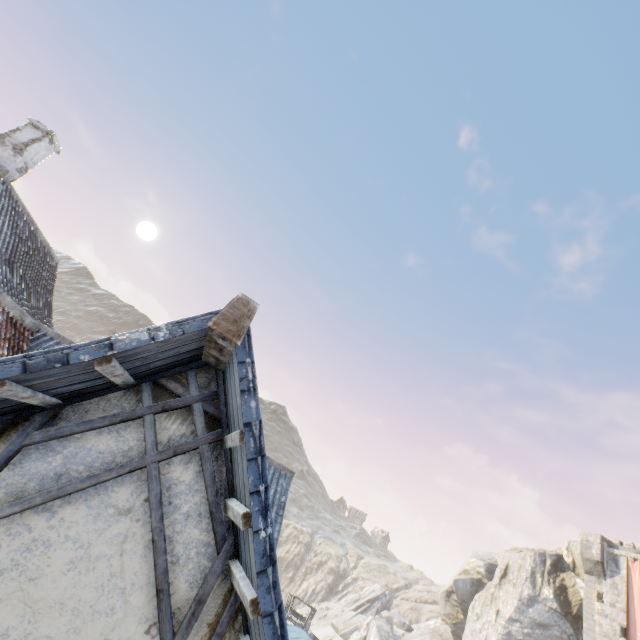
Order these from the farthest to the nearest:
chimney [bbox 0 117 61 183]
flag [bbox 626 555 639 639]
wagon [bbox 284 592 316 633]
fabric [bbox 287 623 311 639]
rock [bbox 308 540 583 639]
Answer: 1. rock [bbox 308 540 583 639]
2. flag [bbox 626 555 639 639]
3. wagon [bbox 284 592 316 633]
4. chimney [bbox 0 117 61 183]
5. fabric [bbox 287 623 311 639]

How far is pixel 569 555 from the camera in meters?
30.1

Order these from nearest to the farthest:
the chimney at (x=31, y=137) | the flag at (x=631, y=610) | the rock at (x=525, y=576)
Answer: the chimney at (x=31, y=137) → the flag at (x=631, y=610) → the rock at (x=525, y=576)

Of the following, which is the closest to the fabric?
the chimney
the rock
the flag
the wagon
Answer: the rock

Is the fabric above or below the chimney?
below

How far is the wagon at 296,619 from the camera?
19.11m

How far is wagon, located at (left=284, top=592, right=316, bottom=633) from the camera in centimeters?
1911cm

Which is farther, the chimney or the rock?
the rock
